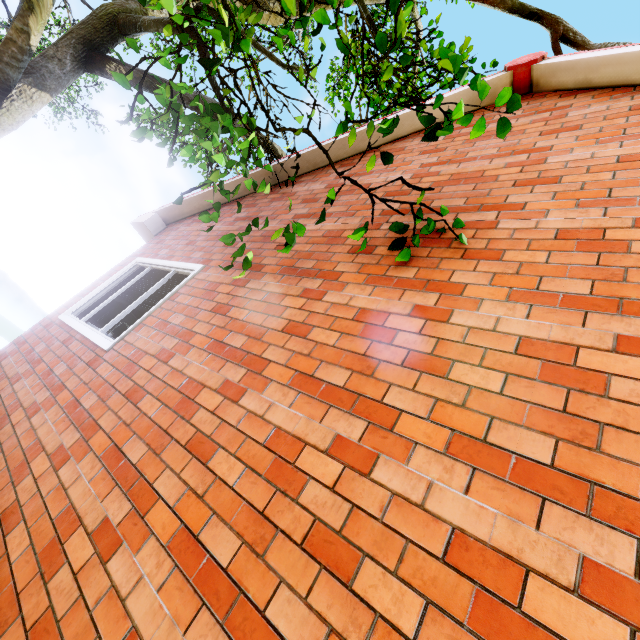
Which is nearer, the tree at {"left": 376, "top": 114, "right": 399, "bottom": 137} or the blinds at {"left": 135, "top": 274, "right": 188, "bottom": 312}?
the tree at {"left": 376, "top": 114, "right": 399, "bottom": 137}

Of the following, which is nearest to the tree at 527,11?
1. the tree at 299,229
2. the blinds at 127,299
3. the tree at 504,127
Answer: the tree at 504,127

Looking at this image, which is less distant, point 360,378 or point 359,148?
point 360,378

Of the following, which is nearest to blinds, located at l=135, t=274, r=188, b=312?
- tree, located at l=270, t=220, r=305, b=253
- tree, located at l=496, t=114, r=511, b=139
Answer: tree, located at l=270, t=220, r=305, b=253

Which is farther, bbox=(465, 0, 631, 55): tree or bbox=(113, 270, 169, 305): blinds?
bbox=(465, 0, 631, 55): tree

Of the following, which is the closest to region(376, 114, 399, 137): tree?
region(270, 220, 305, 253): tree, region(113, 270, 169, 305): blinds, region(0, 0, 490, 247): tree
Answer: region(270, 220, 305, 253): tree

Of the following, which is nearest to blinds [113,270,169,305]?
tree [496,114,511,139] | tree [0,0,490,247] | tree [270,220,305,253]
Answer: tree [270,220,305,253]

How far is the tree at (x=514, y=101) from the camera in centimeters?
195cm
